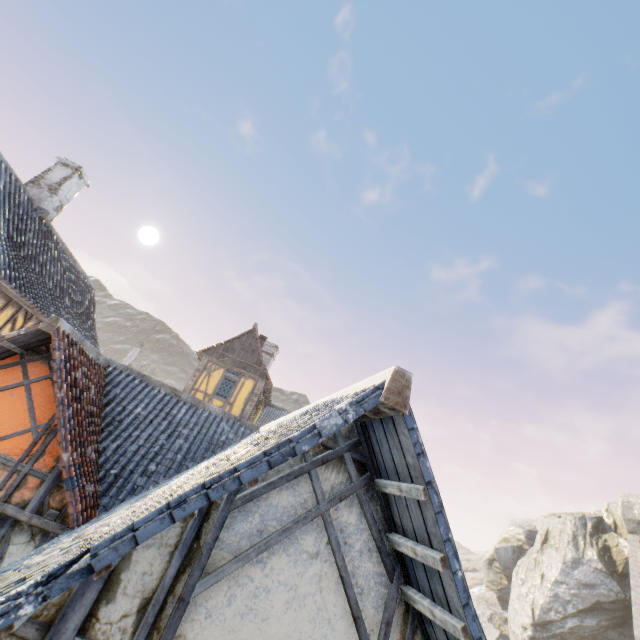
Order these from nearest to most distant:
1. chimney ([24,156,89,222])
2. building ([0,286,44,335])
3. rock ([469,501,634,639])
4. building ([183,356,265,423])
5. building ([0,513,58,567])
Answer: building ([0,513,58,567]) → building ([0,286,44,335]) → chimney ([24,156,89,222]) → building ([183,356,265,423]) → rock ([469,501,634,639])

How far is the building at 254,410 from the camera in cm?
1849

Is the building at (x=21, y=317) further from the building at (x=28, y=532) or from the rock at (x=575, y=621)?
the rock at (x=575, y=621)

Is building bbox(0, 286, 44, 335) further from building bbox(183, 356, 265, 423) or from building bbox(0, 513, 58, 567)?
building bbox(183, 356, 265, 423)

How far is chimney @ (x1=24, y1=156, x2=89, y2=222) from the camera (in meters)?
11.26

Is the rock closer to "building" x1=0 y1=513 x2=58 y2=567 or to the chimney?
"building" x1=0 y1=513 x2=58 y2=567

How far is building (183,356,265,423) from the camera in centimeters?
1849cm

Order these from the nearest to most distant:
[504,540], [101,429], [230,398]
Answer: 1. [101,429]
2. [230,398]
3. [504,540]
